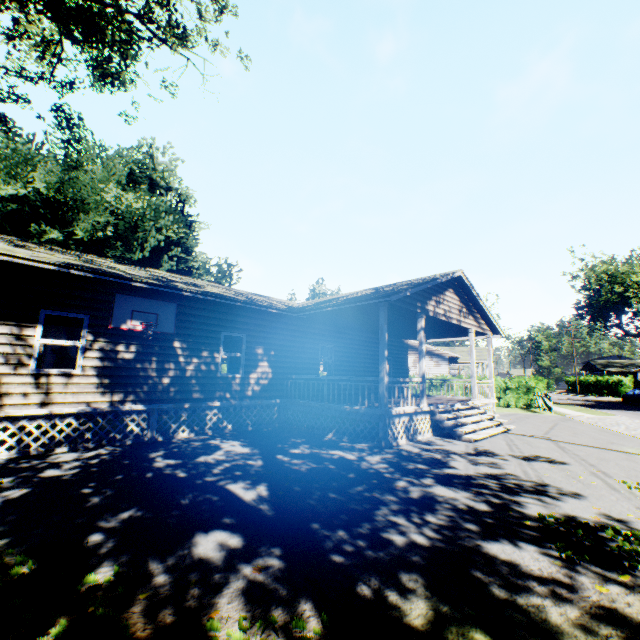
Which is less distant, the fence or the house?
the house

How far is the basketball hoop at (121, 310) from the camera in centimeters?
905cm

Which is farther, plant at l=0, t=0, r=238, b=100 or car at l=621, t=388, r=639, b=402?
car at l=621, t=388, r=639, b=402

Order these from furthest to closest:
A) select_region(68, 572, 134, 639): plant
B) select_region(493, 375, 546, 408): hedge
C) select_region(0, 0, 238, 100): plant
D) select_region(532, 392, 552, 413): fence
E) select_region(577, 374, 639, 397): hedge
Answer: select_region(577, 374, 639, 397): hedge, select_region(493, 375, 546, 408): hedge, select_region(532, 392, 552, 413): fence, select_region(0, 0, 238, 100): plant, select_region(68, 572, 134, 639): plant

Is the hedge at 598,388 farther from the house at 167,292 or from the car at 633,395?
the house at 167,292

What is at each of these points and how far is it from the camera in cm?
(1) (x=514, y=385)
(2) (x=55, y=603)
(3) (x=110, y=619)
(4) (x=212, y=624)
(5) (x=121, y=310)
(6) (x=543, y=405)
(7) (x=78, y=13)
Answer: (1) hedge, 2477
(2) plant, 282
(3) plant, 262
(4) plant, 264
(5) basketball hoop, 912
(6) fence, 2208
(7) plant, 1134

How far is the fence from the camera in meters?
20.7

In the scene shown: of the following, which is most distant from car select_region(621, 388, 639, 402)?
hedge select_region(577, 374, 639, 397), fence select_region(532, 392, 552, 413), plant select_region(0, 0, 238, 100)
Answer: plant select_region(0, 0, 238, 100)
